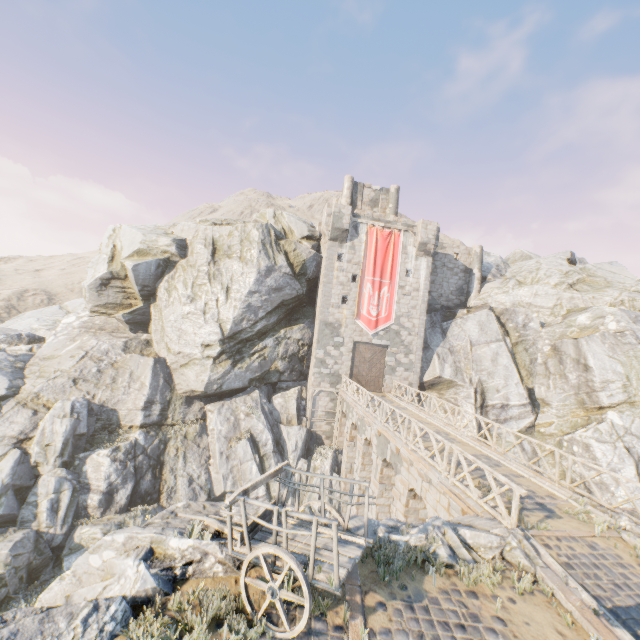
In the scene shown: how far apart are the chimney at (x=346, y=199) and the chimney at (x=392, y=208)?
3.2 meters

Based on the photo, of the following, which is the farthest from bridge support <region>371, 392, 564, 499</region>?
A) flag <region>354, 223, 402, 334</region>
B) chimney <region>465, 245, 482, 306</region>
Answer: chimney <region>465, 245, 482, 306</region>

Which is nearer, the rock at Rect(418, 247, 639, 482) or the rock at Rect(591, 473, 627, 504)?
the rock at Rect(591, 473, 627, 504)

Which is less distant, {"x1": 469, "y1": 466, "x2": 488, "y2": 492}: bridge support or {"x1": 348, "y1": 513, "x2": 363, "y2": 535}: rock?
{"x1": 348, "y1": 513, "x2": 363, "y2": 535}: rock

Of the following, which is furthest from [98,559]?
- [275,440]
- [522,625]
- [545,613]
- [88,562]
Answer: [275,440]

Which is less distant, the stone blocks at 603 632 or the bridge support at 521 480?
the stone blocks at 603 632

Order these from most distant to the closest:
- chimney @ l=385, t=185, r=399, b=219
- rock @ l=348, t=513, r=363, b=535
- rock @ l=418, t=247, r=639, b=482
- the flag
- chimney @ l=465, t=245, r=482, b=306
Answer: chimney @ l=385, t=185, r=399, b=219, chimney @ l=465, t=245, r=482, b=306, the flag, rock @ l=418, t=247, r=639, b=482, rock @ l=348, t=513, r=363, b=535

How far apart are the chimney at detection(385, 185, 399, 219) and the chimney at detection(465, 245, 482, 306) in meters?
7.3 m
